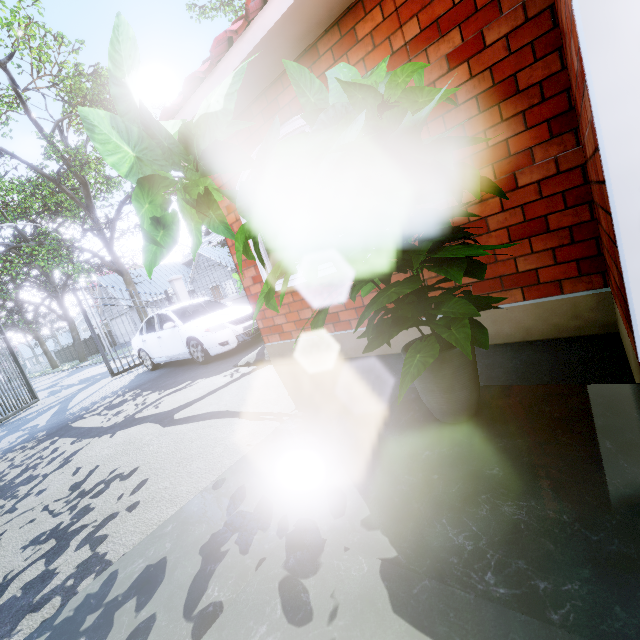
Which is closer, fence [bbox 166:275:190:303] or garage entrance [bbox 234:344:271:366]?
garage entrance [bbox 234:344:271:366]

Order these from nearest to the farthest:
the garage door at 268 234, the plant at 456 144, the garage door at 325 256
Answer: the plant at 456 144
the garage door at 268 234
the garage door at 325 256

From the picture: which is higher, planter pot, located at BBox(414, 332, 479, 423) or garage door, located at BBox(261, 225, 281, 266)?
garage door, located at BBox(261, 225, 281, 266)

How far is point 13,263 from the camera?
12.61m

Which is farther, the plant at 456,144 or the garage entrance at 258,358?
the garage entrance at 258,358

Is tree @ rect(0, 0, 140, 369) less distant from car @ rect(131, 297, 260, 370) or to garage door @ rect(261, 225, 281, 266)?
car @ rect(131, 297, 260, 370)

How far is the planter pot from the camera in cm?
124

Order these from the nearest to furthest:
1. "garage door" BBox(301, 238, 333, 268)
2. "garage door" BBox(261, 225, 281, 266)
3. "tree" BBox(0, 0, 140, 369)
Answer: "garage door" BBox(261, 225, 281, 266), "garage door" BBox(301, 238, 333, 268), "tree" BBox(0, 0, 140, 369)
